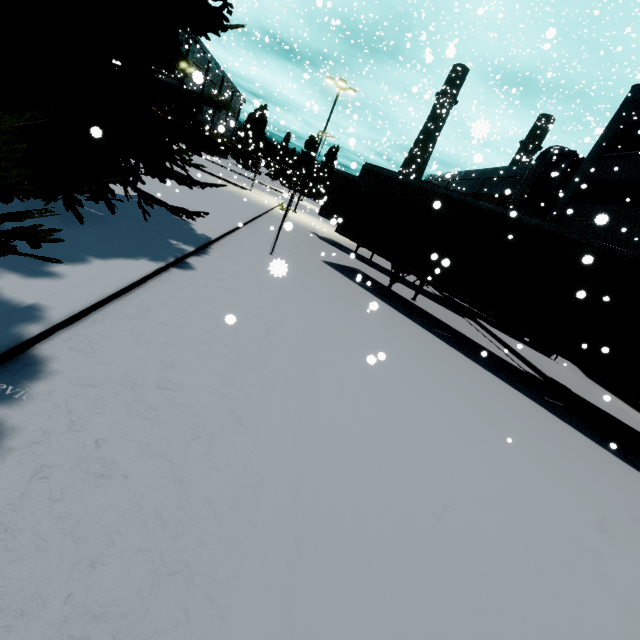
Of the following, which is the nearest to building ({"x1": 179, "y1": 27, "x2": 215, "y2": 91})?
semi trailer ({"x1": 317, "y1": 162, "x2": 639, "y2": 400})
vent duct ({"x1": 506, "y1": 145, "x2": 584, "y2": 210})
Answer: vent duct ({"x1": 506, "y1": 145, "x2": 584, "y2": 210})

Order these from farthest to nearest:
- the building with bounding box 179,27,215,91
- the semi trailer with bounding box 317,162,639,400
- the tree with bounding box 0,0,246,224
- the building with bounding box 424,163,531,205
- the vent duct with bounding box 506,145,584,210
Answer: the building with bounding box 424,163,531,205 → the vent duct with bounding box 506,145,584,210 → the building with bounding box 179,27,215,91 → the semi trailer with bounding box 317,162,639,400 → the tree with bounding box 0,0,246,224

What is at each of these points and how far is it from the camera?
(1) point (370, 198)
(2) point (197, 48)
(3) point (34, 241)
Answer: (1) semi trailer, 12.2 meters
(2) building, 53.8 meters
(3) tree, 2.4 meters

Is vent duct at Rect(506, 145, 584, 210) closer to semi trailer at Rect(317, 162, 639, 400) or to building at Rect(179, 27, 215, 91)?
building at Rect(179, 27, 215, 91)

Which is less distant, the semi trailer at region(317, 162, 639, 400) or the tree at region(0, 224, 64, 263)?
the tree at region(0, 224, 64, 263)

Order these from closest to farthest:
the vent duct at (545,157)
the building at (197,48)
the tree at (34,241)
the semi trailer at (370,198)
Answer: the tree at (34,241), the semi trailer at (370,198), the building at (197,48), the vent duct at (545,157)

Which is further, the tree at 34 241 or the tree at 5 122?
the tree at 5 122

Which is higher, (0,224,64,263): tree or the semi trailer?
the semi trailer
